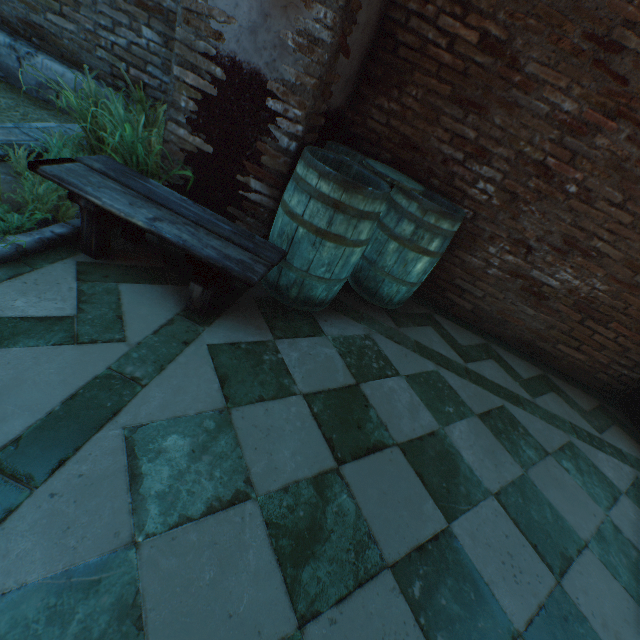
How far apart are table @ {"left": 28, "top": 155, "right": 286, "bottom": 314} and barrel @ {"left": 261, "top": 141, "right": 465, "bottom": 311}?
0.1 meters

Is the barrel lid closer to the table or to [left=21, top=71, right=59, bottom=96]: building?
[left=21, top=71, right=59, bottom=96]: building

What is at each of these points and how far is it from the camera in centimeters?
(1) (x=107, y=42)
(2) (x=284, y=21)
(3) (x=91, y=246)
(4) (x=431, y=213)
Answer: (1) building, 308cm
(2) building, 187cm
(3) table, 191cm
(4) barrel, 246cm

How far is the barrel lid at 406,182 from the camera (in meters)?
2.44

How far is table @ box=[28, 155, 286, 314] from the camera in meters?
1.7

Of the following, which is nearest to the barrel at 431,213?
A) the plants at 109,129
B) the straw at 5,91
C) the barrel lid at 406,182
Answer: the barrel lid at 406,182

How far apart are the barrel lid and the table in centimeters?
104cm

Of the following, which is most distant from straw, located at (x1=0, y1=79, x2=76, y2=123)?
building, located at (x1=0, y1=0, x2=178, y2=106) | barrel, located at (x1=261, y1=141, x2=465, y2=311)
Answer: barrel, located at (x1=261, y1=141, x2=465, y2=311)
